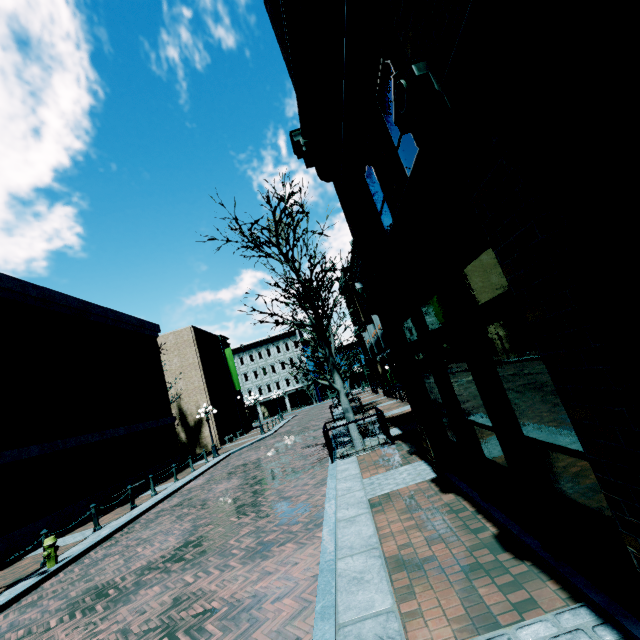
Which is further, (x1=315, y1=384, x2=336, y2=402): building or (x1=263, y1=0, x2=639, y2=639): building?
(x1=315, y1=384, x2=336, y2=402): building

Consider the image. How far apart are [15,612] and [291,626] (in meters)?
7.08

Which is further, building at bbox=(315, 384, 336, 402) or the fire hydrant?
building at bbox=(315, 384, 336, 402)

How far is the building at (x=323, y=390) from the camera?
54.3 meters

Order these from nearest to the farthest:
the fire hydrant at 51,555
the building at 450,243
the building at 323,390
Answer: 1. the building at 450,243
2. the fire hydrant at 51,555
3. the building at 323,390

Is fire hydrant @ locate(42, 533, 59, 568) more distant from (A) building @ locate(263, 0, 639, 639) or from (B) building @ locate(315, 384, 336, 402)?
(B) building @ locate(315, 384, 336, 402)

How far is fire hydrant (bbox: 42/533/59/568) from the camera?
8.4 meters

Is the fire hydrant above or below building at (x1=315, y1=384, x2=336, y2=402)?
below
